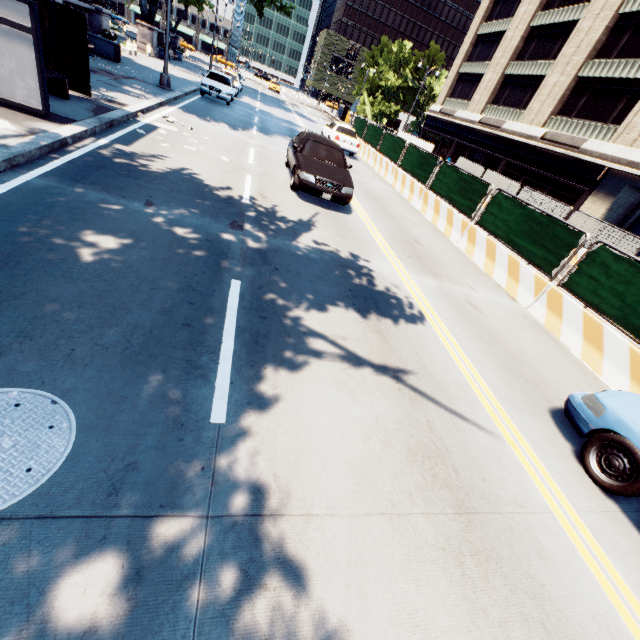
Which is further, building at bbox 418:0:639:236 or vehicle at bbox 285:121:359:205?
building at bbox 418:0:639:236

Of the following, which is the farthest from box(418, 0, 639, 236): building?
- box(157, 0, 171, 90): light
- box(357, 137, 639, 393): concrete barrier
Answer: box(157, 0, 171, 90): light

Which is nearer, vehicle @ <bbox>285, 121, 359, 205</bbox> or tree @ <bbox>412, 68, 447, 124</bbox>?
vehicle @ <bbox>285, 121, 359, 205</bbox>

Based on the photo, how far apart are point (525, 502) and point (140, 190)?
7.9m

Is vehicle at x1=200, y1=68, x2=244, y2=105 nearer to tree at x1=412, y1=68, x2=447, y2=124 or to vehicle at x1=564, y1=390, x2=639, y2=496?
tree at x1=412, y1=68, x2=447, y2=124

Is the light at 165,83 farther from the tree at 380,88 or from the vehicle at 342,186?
the vehicle at 342,186

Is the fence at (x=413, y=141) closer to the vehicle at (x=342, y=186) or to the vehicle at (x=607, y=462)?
the vehicle at (x=607, y=462)

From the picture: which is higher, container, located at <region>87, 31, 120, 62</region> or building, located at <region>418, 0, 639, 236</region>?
building, located at <region>418, 0, 639, 236</region>
